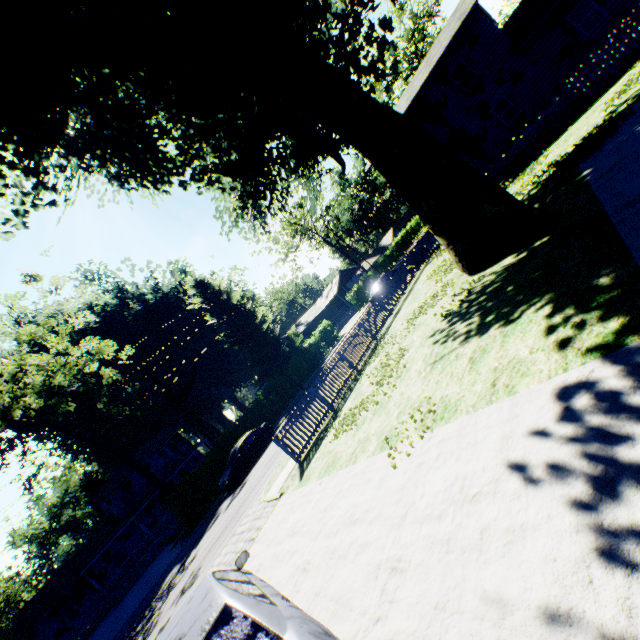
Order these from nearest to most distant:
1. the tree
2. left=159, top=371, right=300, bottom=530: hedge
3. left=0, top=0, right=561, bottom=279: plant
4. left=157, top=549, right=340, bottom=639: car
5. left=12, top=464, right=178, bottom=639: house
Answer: left=157, top=549, right=340, bottom=639: car, left=0, top=0, right=561, bottom=279: plant, the tree, left=159, top=371, right=300, bottom=530: hedge, left=12, top=464, right=178, bottom=639: house

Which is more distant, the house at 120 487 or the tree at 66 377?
the house at 120 487

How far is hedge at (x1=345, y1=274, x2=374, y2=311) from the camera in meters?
44.0 m

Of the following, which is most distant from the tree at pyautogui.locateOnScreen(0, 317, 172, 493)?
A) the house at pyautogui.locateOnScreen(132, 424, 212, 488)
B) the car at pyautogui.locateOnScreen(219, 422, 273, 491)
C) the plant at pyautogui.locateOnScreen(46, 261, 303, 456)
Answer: the plant at pyautogui.locateOnScreen(46, 261, 303, 456)

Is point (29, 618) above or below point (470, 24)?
below

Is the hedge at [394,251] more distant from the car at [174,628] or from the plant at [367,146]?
the car at [174,628]

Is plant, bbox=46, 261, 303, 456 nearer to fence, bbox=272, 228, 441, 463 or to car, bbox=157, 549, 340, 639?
fence, bbox=272, 228, 441, 463

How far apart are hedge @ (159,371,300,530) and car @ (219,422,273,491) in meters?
2.7 m
